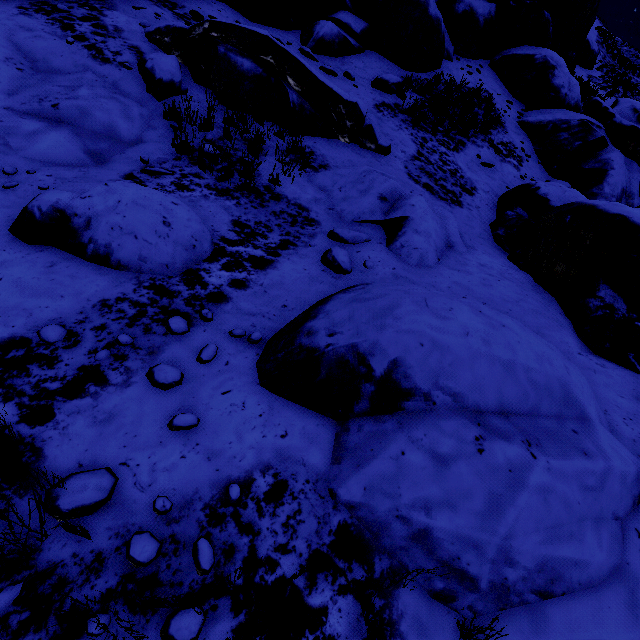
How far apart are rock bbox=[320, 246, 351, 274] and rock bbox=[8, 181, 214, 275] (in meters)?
1.44

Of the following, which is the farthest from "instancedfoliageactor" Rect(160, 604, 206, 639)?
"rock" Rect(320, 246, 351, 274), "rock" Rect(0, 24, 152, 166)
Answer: "rock" Rect(320, 246, 351, 274)

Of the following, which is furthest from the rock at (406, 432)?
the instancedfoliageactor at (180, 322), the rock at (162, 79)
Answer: the rock at (162, 79)

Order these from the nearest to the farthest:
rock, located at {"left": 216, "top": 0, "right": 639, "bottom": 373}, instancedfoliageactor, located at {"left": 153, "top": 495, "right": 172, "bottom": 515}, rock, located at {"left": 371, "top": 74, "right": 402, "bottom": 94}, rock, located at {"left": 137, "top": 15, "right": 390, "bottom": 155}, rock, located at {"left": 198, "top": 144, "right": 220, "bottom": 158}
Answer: instancedfoliageactor, located at {"left": 153, "top": 495, "right": 172, "bottom": 515}
rock, located at {"left": 216, "top": 0, "right": 639, "bottom": 373}
rock, located at {"left": 198, "top": 144, "right": 220, "bottom": 158}
rock, located at {"left": 137, "top": 15, "right": 390, "bottom": 155}
rock, located at {"left": 371, "top": 74, "right": 402, "bottom": 94}

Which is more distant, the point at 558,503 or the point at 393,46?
the point at 393,46

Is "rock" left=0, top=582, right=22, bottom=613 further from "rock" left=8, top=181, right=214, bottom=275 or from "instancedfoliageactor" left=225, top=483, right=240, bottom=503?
"rock" left=8, top=181, right=214, bottom=275

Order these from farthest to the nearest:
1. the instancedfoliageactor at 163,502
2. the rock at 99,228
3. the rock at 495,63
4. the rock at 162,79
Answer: the rock at 162,79
the rock at 495,63
the rock at 99,228
the instancedfoliageactor at 163,502

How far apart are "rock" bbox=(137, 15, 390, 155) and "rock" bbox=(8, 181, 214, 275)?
2.9 meters
